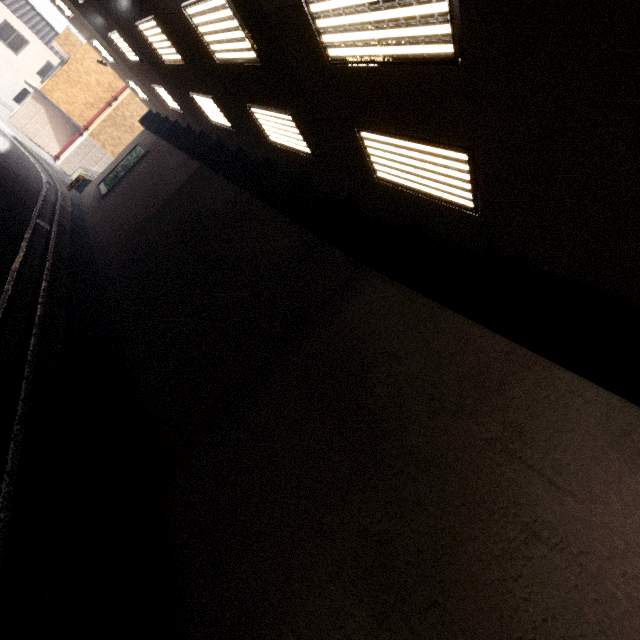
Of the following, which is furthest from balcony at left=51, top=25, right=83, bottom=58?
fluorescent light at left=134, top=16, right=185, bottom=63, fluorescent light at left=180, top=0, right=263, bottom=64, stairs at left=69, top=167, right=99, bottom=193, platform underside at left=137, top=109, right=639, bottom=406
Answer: fluorescent light at left=180, top=0, right=263, bottom=64

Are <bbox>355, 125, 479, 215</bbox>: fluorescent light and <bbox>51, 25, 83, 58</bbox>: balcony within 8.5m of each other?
no

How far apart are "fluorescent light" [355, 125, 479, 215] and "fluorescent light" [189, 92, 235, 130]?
6.3m

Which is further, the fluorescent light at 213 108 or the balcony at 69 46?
the balcony at 69 46

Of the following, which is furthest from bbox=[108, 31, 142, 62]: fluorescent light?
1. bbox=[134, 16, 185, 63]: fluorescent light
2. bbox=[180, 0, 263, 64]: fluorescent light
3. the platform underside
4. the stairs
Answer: the stairs

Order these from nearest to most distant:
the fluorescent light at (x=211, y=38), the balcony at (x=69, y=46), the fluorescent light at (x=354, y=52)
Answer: the fluorescent light at (x=354, y=52)
the fluorescent light at (x=211, y=38)
the balcony at (x=69, y=46)

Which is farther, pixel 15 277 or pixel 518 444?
pixel 15 277

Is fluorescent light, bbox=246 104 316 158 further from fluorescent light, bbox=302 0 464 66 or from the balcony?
the balcony
